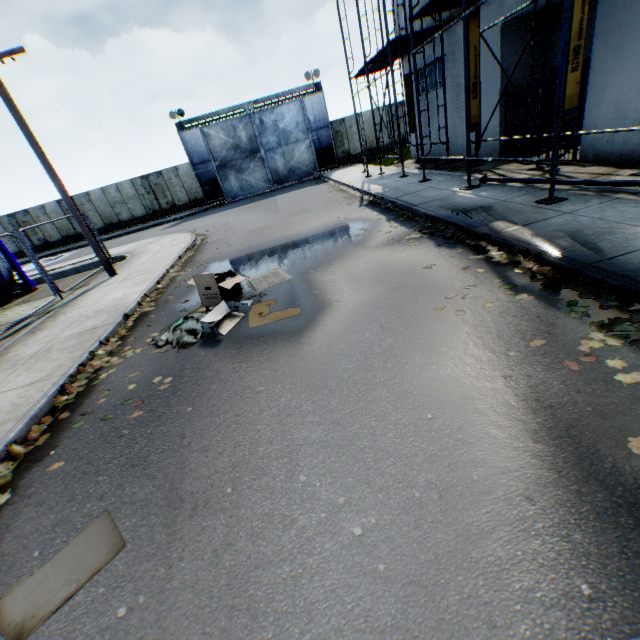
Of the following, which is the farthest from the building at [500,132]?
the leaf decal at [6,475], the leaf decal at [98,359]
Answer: the leaf decal at [6,475]

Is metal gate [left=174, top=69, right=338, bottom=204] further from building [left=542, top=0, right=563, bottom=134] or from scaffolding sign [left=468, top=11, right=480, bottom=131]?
scaffolding sign [left=468, top=11, right=480, bottom=131]

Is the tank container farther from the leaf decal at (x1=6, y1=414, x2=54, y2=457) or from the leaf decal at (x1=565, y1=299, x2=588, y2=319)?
the leaf decal at (x1=565, y1=299, x2=588, y2=319)

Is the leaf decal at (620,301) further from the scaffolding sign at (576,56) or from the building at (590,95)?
the building at (590,95)

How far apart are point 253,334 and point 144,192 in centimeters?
2695cm

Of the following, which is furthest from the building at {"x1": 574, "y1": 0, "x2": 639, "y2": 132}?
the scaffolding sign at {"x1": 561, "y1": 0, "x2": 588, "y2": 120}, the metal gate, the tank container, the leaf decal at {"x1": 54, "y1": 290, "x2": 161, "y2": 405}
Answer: the tank container

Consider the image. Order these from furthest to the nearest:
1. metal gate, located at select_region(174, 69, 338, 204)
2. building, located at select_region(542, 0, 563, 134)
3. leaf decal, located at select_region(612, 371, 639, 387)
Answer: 1. metal gate, located at select_region(174, 69, 338, 204)
2. building, located at select_region(542, 0, 563, 134)
3. leaf decal, located at select_region(612, 371, 639, 387)

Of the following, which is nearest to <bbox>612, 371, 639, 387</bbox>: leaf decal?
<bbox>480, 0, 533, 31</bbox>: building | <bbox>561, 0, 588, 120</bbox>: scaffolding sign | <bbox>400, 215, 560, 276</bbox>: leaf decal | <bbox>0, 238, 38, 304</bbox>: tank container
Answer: <bbox>400, 215, 560, 276</bbox>: leaf decal
